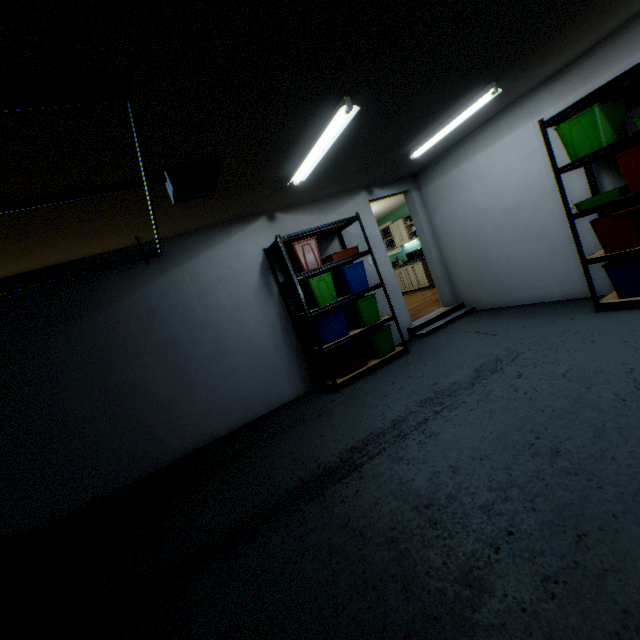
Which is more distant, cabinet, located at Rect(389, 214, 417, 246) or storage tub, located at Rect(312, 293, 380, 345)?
Answer: cabinet, located at Rect(389, 214, 417, 246)

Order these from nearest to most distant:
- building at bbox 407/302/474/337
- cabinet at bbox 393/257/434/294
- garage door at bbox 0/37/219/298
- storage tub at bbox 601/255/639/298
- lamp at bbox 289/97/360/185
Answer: garage door at bbox 0/37/219/298, lamp at bbox 289/97/360/185, storage tub at bbox 601/255/639/298, building at bbox 407/302/474/337, cabinet at bbox 393/257/434/294

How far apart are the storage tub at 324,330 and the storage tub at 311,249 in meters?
0.6 m

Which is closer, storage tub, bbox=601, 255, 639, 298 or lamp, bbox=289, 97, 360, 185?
lamp, bbox=289, 97, 360, 185

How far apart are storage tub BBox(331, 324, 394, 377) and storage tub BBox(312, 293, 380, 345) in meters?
0.3

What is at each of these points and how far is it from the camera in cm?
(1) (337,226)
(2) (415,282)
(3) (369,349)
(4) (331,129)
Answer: (1) shelf, 445
(2) cabinet, 920
(3) storage tub, 438
(4) lamp, 259

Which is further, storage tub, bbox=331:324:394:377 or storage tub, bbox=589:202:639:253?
storage tub, bbox=331:324:394:377

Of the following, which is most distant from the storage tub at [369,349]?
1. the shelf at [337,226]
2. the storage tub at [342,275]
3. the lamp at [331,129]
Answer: the lamp at [331,129]
